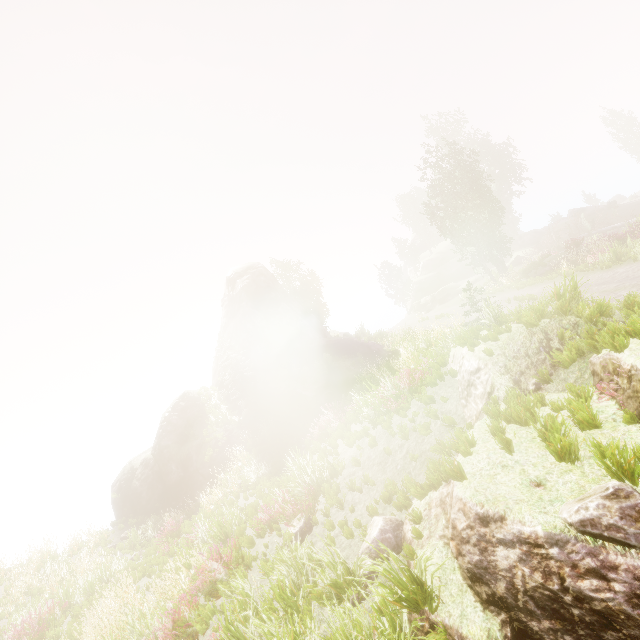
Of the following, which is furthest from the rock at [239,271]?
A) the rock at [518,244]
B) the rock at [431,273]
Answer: the rock at [518,244]

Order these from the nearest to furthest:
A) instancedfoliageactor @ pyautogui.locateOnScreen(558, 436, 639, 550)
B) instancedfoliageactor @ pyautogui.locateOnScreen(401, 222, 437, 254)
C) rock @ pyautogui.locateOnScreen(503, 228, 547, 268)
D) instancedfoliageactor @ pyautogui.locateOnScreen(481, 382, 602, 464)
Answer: instancedfoliageactor @ pyautogui.locateOnScreen(558, 436, 639, 550) < instancedfoliageactor @ pyautogui.locateOnScreen(481, 382, 602, 464) < rock @ pyautogui.locateOnScreen(503, 228, 547, 268) < instancedfoliageactor @ pyautogui.locateOnScreen(401, 222, 437, 254)

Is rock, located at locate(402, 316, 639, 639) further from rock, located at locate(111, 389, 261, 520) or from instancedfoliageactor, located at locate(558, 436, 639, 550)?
rock, located at locate(111, 389, 261, 520)

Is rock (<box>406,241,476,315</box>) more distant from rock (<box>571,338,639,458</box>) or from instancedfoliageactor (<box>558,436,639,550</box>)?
rock (<box>571,338,639,458</box>)

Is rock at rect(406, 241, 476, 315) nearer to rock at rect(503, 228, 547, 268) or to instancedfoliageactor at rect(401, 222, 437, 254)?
rock at rect(503, 228, 547, 268)

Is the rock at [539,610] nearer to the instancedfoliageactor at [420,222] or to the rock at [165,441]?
the instancedfoliageactor at [420,222]

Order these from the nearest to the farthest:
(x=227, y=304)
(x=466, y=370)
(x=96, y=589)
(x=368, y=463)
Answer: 1. (x=466, y=370)
2. (x=368, y=463)
3. (x=96, y=589)
4. (x=227, y=304)

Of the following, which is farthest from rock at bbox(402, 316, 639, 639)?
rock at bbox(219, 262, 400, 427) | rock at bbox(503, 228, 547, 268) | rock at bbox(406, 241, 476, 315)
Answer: rock at bbox(406, 241, 476, 315)
